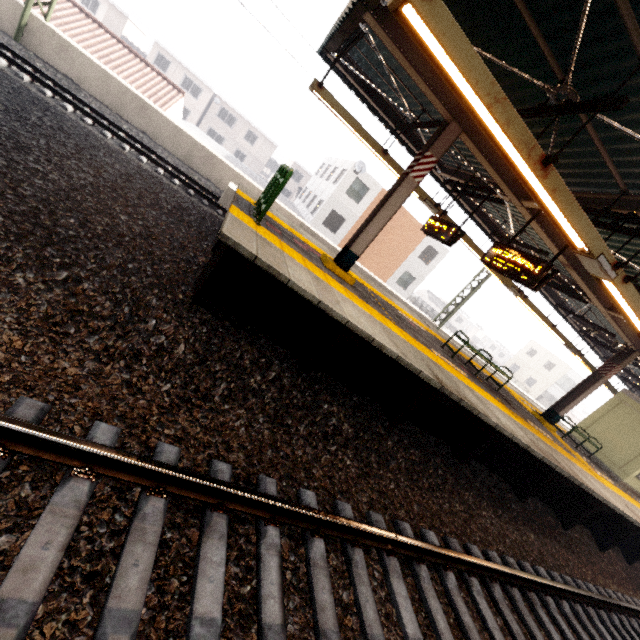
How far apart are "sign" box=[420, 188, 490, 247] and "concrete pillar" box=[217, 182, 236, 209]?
5.5 meters

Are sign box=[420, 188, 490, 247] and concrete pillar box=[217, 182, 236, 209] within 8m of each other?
yes

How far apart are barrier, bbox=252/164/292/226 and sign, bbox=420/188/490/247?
4.4m

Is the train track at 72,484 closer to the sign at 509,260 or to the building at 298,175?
the sign at 509,260

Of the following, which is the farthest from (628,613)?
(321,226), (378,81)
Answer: (321,226)

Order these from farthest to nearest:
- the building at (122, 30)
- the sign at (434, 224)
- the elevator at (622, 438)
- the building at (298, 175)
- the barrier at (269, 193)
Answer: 1. the building at (298, 175)
2. the building at (122, 30)
3. the elevator at (622, 438)
4. the sign at (434, 224)
5. the barrier at (269, 193)

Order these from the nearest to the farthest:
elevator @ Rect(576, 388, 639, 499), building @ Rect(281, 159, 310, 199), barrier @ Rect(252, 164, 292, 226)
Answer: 1. barrier @ Rect(252, 164, 292, 226)
2. elevator @ Rect(576, 388, 639, 499)
3. building @ Rect(281, 159, 310, 199)

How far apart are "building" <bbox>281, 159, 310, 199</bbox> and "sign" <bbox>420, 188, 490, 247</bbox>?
42.94m
